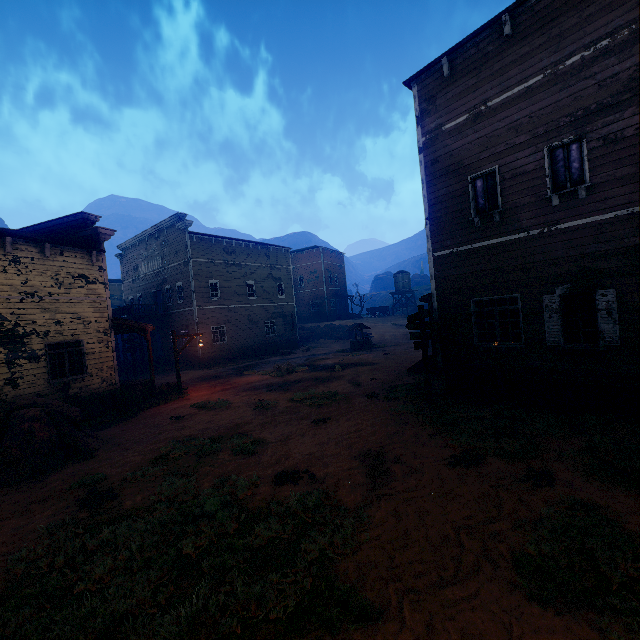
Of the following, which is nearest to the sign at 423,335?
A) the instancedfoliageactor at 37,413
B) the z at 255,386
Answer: the z at 255,386

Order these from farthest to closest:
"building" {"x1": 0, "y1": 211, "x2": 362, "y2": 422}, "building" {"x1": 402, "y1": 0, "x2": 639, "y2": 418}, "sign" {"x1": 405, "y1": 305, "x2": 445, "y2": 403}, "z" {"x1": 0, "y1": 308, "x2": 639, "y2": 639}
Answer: "building" {"x1": 0, "y1": 211, "x2": 362, "y2": 422} < "sign" {"x1": 405, "y1": 305, "x2": 445, "y2": 403} < "building" {"x1": 402, "y1": 0, "x2": 639, "y2": 418} < "z" {"x1": 0, "y1": 308, "x2": 639, "y2": 639}

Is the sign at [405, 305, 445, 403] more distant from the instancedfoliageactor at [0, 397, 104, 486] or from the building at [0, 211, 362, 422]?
the instancedfoliageactor at [0, 397, 104, 486]

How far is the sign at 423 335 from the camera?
10.20m

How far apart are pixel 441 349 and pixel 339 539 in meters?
8.0

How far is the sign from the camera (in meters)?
10.20

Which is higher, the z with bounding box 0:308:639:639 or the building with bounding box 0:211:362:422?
the building with bounding box 0:211:362:422

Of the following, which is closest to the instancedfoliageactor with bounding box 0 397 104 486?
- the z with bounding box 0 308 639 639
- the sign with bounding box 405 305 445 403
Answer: the z with bounding box 0 308 639 639
